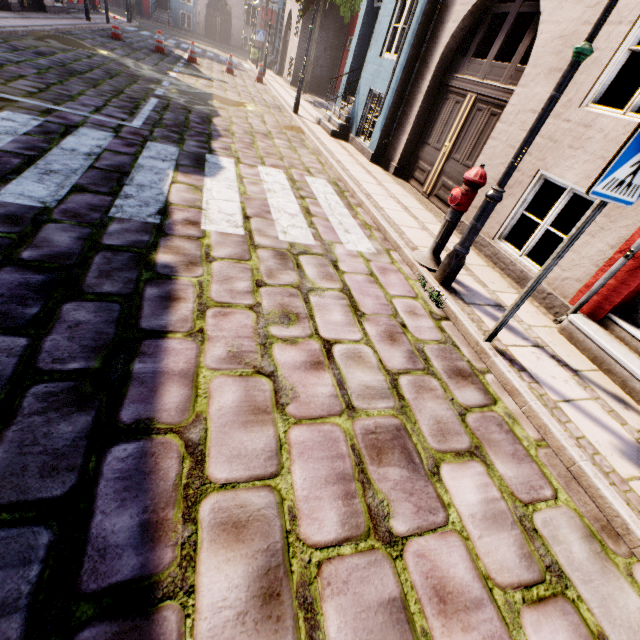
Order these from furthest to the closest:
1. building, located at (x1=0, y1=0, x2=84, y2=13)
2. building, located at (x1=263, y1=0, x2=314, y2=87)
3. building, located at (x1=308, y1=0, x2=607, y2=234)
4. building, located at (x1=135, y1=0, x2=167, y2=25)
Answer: building, located at (x1=135, y1=0, x2=167, y2=25) < building, located at (x1=263, y1=0, x2=314, y2=87) < building, located at (x1=0, y1=0, x2=84, y2=13) < building, located at (x1=308, y1=0, x2=607, y2=234)

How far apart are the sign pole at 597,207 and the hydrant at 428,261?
1.3 meters

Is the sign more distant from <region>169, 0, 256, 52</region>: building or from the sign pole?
<region>169, 0, 256, 52</region>: building

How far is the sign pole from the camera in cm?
232

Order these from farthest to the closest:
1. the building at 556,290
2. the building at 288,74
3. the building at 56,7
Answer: the building at 288,74 < the building at 56,7 < the building at 556,290

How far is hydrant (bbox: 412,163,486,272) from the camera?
3.51m

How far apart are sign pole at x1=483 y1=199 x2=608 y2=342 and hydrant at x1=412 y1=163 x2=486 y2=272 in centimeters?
130cm

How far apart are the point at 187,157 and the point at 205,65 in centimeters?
1448cm
